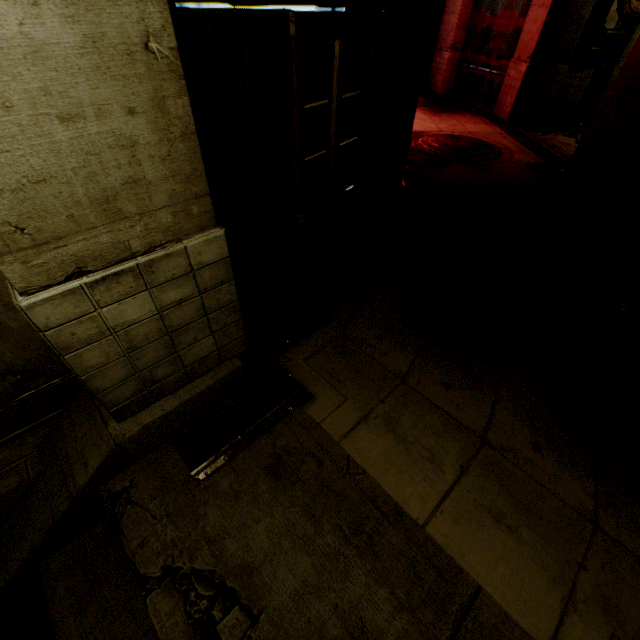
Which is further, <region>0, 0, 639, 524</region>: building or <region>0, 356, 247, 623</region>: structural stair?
<region>0, 356, 247, 623</region>: structural stair

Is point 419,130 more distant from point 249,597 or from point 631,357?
point 249,597

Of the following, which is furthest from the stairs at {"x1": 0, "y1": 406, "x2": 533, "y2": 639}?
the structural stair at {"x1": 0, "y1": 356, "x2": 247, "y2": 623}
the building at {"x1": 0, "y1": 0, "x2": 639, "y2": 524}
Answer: the building at {"x1": 0, "y1": 0, "x2": 639, "y2": 524}

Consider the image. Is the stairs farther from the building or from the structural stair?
the building

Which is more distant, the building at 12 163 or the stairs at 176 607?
the stairs at 176 607

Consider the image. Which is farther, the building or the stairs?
the stairs

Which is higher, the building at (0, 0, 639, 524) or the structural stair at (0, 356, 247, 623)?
the building at (0, 0, 639, 524)

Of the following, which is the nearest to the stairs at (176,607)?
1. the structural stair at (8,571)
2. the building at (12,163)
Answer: the structural stair at (8,571)
